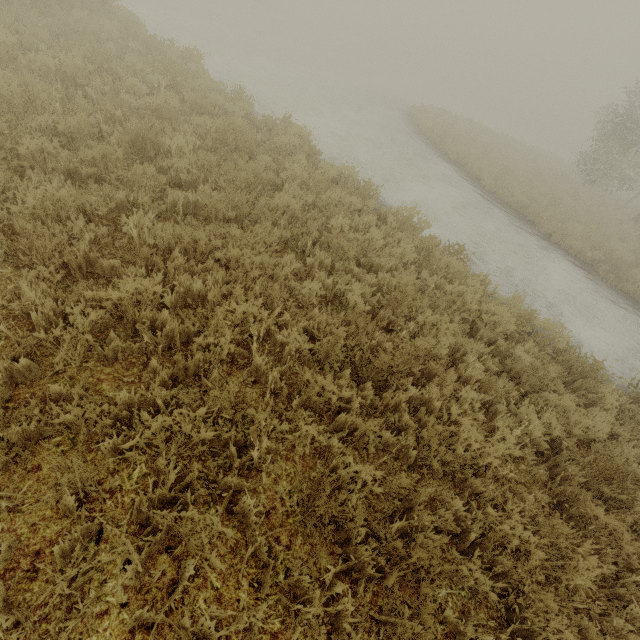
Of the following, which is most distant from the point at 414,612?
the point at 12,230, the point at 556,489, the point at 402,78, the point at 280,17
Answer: the point at 402,78
